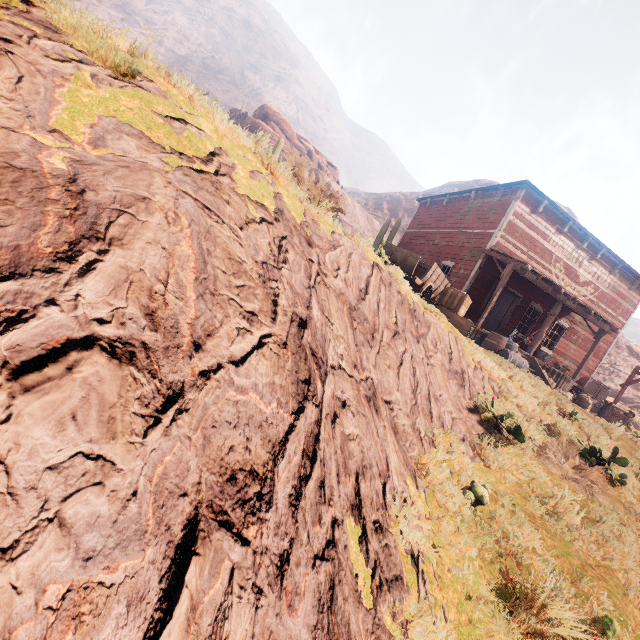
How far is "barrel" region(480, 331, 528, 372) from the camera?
10.04m

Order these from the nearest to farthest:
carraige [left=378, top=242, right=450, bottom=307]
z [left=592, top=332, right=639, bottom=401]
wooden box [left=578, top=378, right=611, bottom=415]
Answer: carraige [left=378, top=242, right=450, bottom=307] < wooden box [left=578, top=378, right=611, bottom=415] < z [left=592, top=332, right=639, bottom=401]

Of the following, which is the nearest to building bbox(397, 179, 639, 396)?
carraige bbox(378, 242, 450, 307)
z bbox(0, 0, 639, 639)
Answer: z bbox(0, 0, 639, 639)

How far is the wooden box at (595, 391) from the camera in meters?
17.6 m

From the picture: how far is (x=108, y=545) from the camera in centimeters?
98cm

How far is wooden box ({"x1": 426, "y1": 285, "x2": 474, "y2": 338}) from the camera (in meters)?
8.48

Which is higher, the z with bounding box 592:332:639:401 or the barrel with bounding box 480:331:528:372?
the z with bounding box 592:332:639:401

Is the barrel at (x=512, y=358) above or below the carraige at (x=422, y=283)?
below
